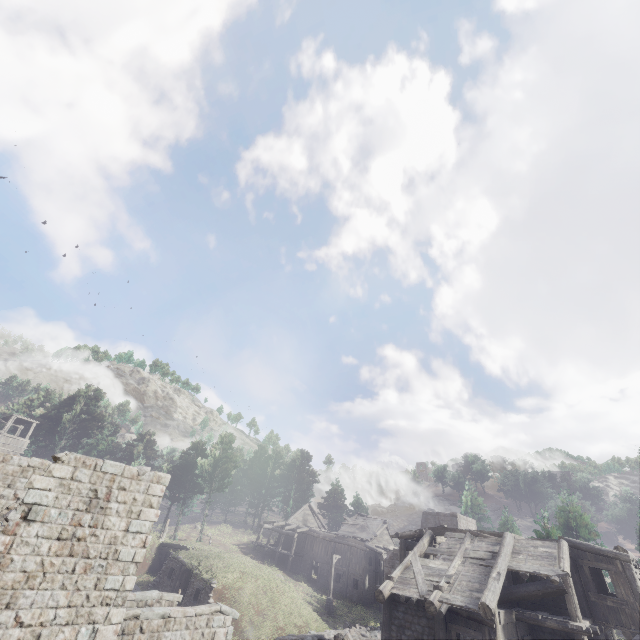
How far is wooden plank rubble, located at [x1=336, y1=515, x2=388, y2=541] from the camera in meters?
40.7 m

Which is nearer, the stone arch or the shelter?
the shelter

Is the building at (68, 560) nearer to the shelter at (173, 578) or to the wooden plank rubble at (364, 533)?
the shelter at (173, 578)

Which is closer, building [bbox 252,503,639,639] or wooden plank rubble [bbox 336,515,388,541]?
building [bbox 252,503,639,639]

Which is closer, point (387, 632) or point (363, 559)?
point (387, 632)

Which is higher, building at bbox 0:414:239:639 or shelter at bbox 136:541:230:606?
building at bbox 0:414:239:639

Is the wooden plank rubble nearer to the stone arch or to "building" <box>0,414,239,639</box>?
the stone arch
